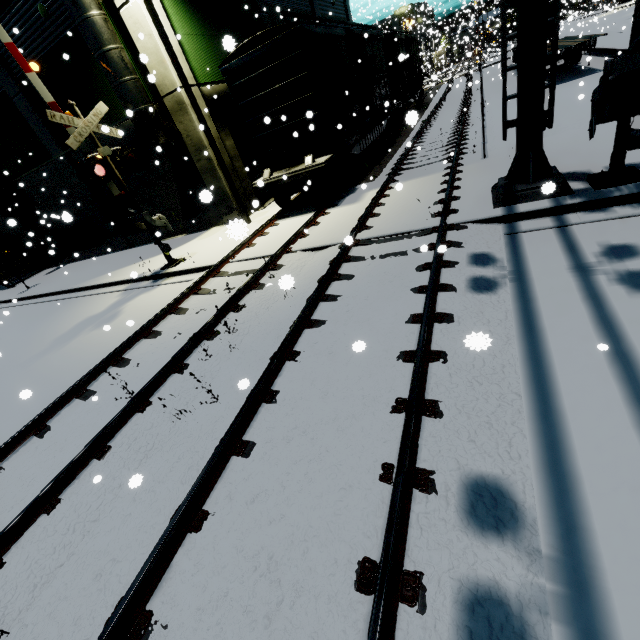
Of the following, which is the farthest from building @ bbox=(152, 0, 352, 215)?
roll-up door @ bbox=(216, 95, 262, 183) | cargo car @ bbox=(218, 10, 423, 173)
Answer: cargo car @ bbox=(218, 10, 423, 173)

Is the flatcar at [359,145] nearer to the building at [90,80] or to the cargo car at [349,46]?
the cargo car at [349,46]

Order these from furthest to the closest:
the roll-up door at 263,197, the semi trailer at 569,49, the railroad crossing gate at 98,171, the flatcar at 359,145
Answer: the semi trailer at 569,49 < the roll-up door at 263,197 < the flatcar at 359,145 < the railroad crossing gate at 98,171

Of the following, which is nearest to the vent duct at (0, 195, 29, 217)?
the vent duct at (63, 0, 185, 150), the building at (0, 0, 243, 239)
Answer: the building at (0, 0, 243, 239)

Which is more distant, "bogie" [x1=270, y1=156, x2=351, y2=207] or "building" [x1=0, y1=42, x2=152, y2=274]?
"building" [x1=0, y1=42, x2=152, y2=274]

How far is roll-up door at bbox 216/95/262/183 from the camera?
13.52m

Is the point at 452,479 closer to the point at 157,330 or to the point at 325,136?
the point at 157,330

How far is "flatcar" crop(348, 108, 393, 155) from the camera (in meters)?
12.77
